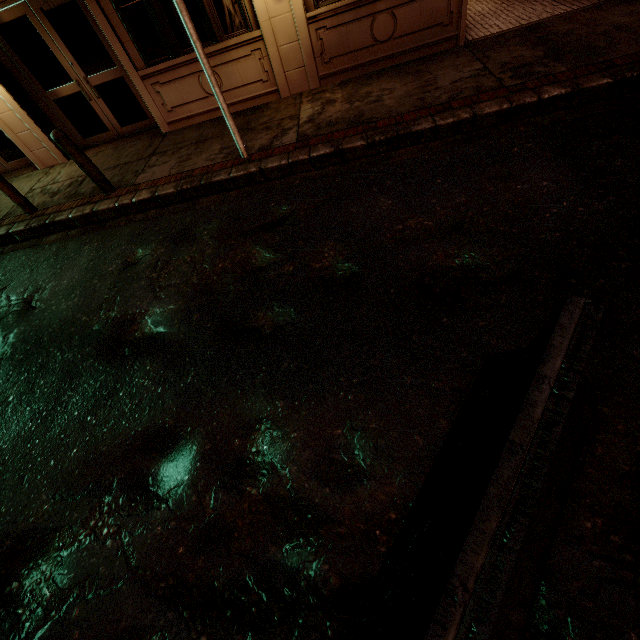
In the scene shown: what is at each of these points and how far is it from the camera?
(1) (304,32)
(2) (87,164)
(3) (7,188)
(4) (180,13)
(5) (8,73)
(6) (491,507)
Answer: (1) building, 6.48m
(2) bollard, 6.05m
(3) bollard, 6.46m
(4) sign, 4.39m
(5) building, 7.41m
(6) barrier, 1.32m

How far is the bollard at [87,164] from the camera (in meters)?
5.67

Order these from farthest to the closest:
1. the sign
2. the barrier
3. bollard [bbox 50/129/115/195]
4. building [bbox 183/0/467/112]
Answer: building [bbox 183/0/467/112]
bollard [bbox 50/129/115/195]
the sign
the barrier

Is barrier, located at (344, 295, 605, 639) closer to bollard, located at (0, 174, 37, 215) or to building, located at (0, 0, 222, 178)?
building, located at (0, 0, 222, 178)

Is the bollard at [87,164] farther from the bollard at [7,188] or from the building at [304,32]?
the building at [304,32]

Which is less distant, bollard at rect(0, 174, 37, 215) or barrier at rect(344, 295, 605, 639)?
barrier at rect(344, 295, 605, 639)

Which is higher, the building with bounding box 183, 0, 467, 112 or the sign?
the sign

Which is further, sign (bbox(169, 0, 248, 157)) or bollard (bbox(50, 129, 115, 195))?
bollard (bbox(50, 129, 115, 195))
